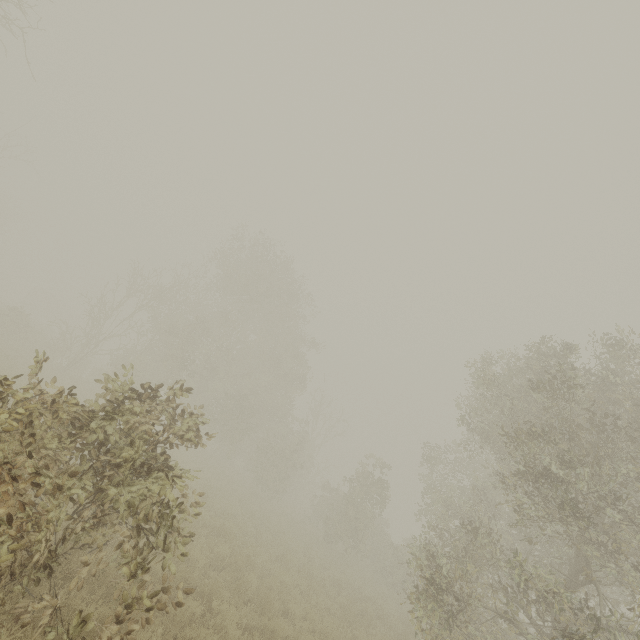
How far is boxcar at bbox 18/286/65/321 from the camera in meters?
53.2

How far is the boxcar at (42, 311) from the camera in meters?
53.2 m

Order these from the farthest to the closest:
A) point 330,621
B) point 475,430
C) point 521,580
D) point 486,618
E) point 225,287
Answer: point 225,287 → point 475,430 → point 330,621 → point 486,618 → point 521,580
